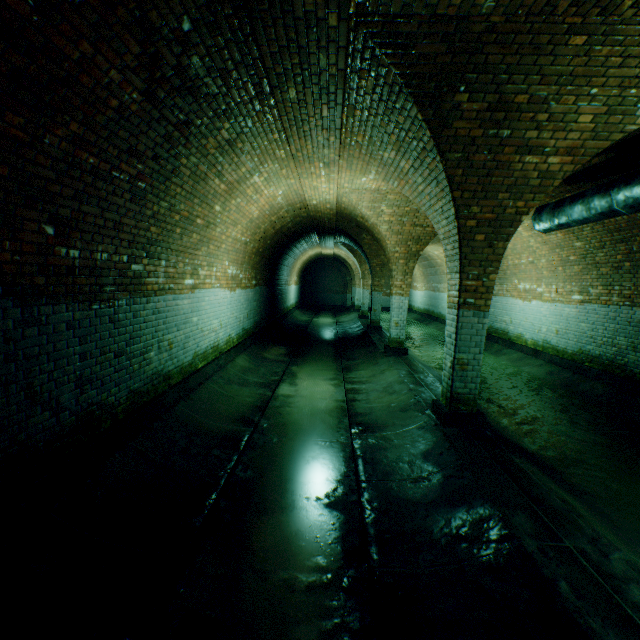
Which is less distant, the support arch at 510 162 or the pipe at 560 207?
the support arch at 510 162

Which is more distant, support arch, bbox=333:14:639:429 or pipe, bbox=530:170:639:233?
pipe, bbox=530:170:639:233

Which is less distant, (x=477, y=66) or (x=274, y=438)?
(x=477, y=66)

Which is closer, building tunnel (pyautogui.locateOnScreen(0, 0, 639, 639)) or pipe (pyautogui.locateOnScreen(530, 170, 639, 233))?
building tunnel (pyautogui.locateOnScreen(0, 0, 639, 639))

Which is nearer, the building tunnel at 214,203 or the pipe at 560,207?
the building tunnel at 214,203
